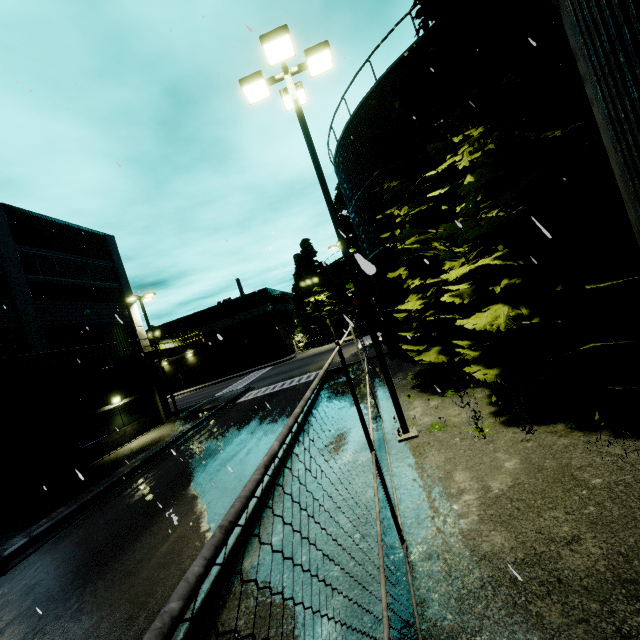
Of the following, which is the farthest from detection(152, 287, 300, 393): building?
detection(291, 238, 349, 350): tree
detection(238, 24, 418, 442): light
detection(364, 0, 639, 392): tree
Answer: detection(364, 0, 639, 392): tree

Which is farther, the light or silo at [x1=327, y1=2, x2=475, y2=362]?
silo at [x1=327, y1=2, x2=475, y2=362]

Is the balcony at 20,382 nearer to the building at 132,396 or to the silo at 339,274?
the building at 132,396

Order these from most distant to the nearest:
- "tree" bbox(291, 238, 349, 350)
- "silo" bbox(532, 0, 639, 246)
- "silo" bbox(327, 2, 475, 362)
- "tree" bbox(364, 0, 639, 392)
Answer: "tree" bbox(291, 238, 349, 350)
"silo" bbox(327, 2, 475, 362)
"tree" bbox(364, 0, 639, 392)
"silo" bbox(532, 0, 639, 246)

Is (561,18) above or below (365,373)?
above

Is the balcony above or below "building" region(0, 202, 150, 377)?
below

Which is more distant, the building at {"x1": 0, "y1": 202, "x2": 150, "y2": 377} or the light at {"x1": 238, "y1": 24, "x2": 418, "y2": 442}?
the building at {"x1": 0, "y1": 202, "x2": 150, "y2": 377}

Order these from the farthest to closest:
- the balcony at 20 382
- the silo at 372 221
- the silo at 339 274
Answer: the silo at 339 274
the balcony at 20 382
the silo at 372 221
